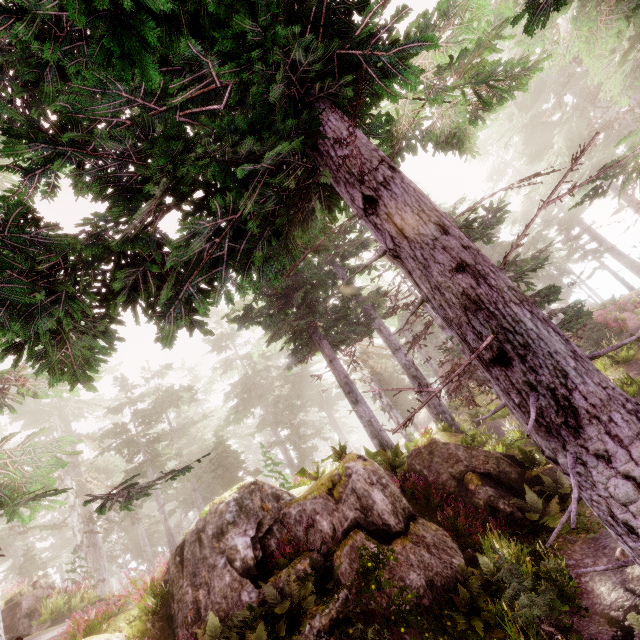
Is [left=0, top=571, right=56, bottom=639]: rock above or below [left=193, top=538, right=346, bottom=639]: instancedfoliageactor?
above

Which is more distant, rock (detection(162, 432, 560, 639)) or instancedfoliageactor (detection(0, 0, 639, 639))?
rock (detection(162, 432, 560, 639))

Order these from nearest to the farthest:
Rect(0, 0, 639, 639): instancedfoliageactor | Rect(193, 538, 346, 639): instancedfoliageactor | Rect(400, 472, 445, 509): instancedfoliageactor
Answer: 1. Rect(0, 0, 639, 639): instancedfoliageactor
2. Rect(193, 538, 346, 639): instancedfoliageactor
3. Rect(400, 472, 445, 509): instancedfoliageactor

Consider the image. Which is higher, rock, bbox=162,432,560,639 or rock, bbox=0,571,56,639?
rock, bbox=0,571,56,639

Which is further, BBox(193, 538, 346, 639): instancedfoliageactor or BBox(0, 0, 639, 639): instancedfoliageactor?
BBox(193, 538, 346, 639): instancedfoliageactor

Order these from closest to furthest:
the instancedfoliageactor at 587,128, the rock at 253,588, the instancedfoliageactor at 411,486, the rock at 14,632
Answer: the instancedfoliageactor at 587,128
the rock at 253,588
the instancedfoliageactor at 411,486
the rock at 14,632

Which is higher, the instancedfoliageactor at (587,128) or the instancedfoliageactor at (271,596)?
the instancedfoliageactor at (587,128)

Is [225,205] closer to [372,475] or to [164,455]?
[372,475]
